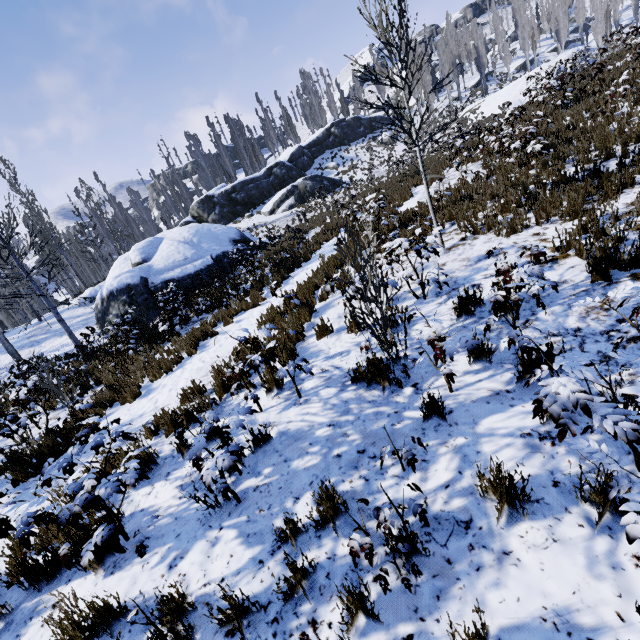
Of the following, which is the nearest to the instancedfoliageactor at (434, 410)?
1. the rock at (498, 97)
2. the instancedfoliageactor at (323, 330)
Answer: the rock at (498, 97)

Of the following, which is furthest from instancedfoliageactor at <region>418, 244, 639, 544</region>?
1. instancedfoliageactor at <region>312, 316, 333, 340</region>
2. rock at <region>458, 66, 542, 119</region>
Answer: instancedfoliageactor at <region>312, 316, 333, 340</region>

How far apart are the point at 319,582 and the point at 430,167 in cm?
688

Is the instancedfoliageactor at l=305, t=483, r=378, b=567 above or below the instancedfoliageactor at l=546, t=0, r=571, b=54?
below

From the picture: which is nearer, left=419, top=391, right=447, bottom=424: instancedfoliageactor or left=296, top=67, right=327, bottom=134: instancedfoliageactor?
left=419, top=391, right=447, bottom=424: instancedfoliageactor

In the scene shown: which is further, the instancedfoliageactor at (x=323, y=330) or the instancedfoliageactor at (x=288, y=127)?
the instancedfoliageactor at (x=288, y=127)

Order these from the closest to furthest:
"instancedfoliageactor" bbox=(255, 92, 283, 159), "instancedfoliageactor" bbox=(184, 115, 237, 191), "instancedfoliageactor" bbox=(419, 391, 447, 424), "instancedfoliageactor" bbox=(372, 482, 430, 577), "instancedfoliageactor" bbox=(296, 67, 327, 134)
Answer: "instancedfoliageactor" bbox=(372, 482, 430, 577)
"instancedfoliageactor" bbox=(419, 391, 447, 424)
"instancedfoliageactor" bbox=(184, 115, 237, 191)
"instancedfoliageactor" bbox=(255, 92, 283, 159)
"instancedfoliageactor" bbox=(296, 67, 327, 134)
